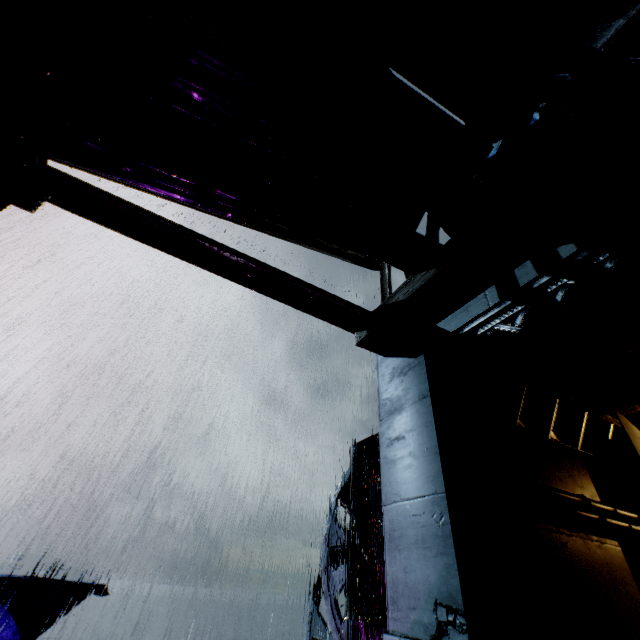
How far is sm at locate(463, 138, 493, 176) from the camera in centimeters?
570cm

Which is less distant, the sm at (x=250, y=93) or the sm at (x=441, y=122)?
the sm at (x=250, y=93)

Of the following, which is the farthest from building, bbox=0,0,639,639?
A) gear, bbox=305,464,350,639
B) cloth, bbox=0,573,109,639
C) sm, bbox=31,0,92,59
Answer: cloth, bbox=0,573,109,639

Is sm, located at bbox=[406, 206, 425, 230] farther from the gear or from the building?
the gear

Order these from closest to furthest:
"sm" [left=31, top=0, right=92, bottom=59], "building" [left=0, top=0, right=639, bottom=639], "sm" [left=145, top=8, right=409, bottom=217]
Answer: "building" [left=0, top=0, right=639, bottom=639] < "sm" [left=31, top=0, right=92, bottom=59] < "sm" [left=145, top=8, right=409, bottom=217]

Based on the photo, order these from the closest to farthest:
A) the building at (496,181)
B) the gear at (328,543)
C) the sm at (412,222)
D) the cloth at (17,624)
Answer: the building at (496,181)
the sm at (412,222)
the cloth at (17,624)
the gear at (328,543)

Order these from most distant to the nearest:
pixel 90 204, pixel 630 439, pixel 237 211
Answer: pixel 630 439
pixel 237 211
pixel 90 204

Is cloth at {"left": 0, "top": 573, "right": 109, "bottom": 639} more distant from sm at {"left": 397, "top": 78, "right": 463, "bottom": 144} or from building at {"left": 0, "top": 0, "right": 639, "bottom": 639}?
sm at {"left": 397, "top": 78, "right": 463, "bottom": 144}
